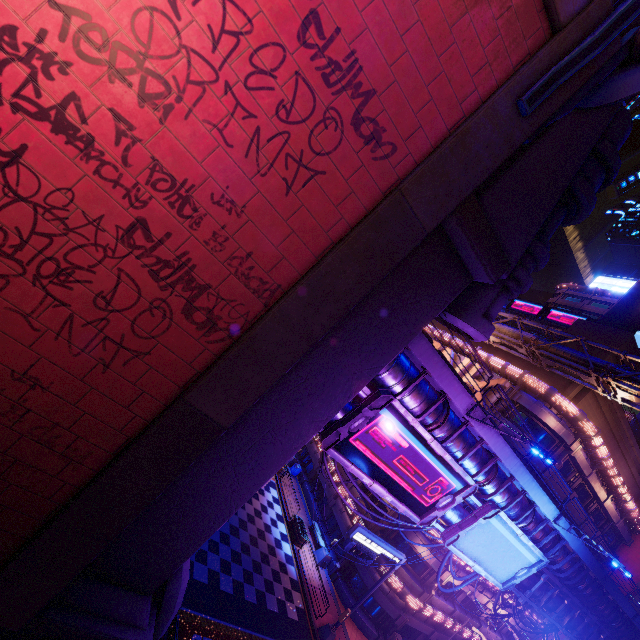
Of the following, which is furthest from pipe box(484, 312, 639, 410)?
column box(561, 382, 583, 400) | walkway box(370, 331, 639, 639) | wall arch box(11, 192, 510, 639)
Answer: wall arch box(11, 192, 510, 639)

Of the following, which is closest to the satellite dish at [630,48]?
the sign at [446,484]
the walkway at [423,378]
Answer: the walkway at [423,378]

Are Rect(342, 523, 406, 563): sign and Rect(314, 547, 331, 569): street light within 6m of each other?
yes

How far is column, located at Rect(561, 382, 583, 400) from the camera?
25.1m

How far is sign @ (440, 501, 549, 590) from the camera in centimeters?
1465cm

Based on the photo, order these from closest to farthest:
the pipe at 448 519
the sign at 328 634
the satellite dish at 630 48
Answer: the satellite dish at 630 48 < the pipe at 448 519 < the sign at 328 634

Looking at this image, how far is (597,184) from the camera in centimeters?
1051cm

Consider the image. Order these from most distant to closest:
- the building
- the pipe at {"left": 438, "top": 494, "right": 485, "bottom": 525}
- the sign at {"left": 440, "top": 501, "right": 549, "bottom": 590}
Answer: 1. the pipe at {"left": 438, "top": 494, "right": 485, "bottom": 525}
2. the sign at {"left": 440, "top": 501, "right": 549, "bottom": 590}
3. the building
